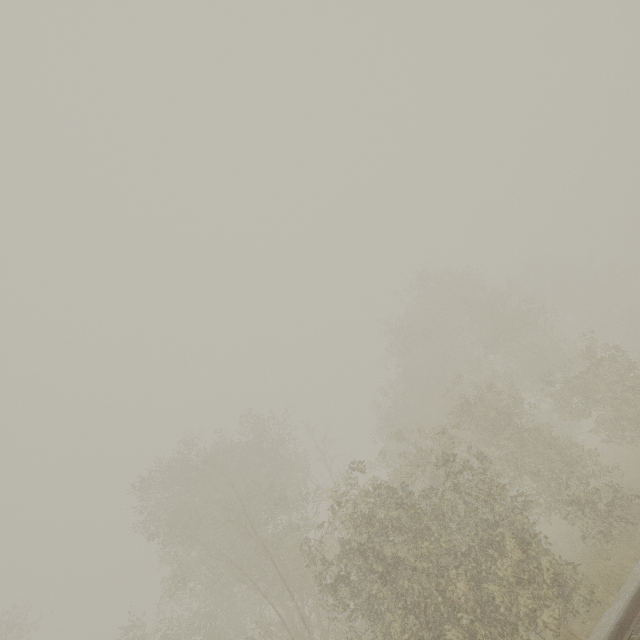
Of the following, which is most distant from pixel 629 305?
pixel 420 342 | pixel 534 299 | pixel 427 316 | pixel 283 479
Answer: pixel 283 479
